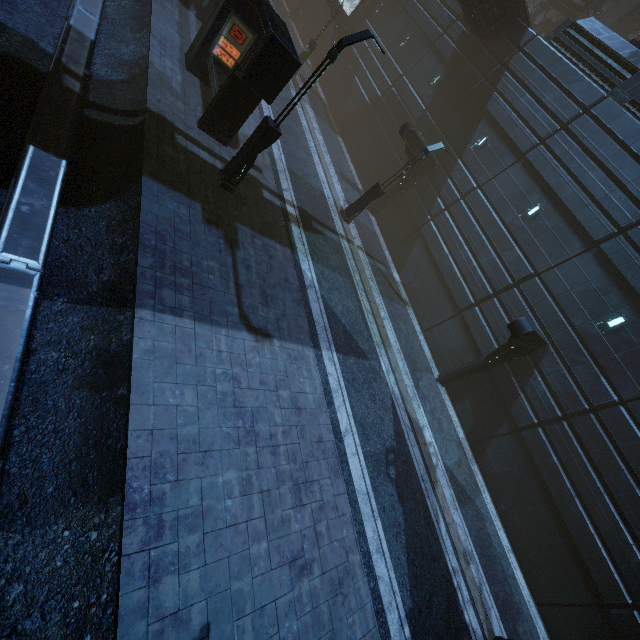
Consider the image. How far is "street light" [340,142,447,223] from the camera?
14.6 meters

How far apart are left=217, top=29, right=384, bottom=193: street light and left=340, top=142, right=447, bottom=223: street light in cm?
725

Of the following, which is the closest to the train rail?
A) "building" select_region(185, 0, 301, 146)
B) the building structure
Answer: "building" select_region(185, 0, 301, 146)

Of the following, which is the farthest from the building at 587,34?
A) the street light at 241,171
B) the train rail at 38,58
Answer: the street light at 241,171

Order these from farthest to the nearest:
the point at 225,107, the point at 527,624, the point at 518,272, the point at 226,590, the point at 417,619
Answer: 1. the point at 518,272
2. the point at 527,624
3. the point at 225,107
4. the point at 417,619
5. the point at 226,590

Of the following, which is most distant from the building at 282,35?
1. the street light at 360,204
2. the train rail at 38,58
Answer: the street light at 360,204

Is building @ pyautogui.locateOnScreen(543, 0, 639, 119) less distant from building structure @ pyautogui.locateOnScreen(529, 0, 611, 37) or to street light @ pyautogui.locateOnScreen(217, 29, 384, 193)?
building structure @ pyautogui.locateOnScreen(529, 0, 611, 37)

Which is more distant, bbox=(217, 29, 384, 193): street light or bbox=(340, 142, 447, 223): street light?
bbox=(340, 142, 447, 223): street light
